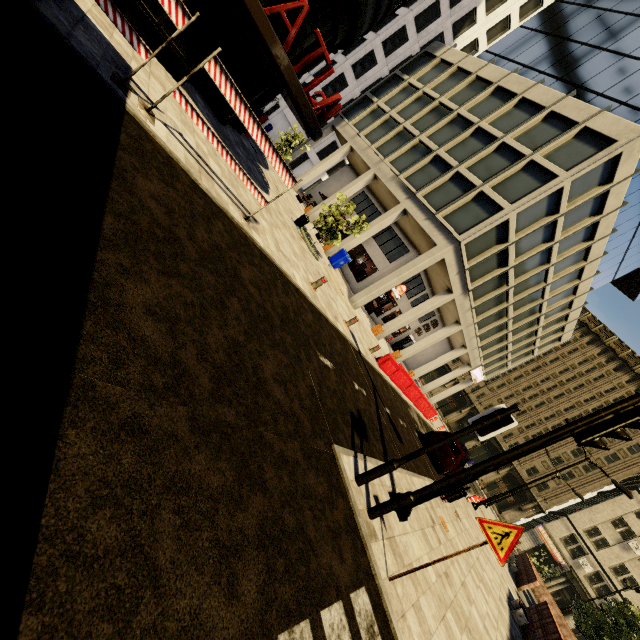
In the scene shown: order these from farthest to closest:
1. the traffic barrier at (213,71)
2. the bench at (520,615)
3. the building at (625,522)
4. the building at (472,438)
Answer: the building at (472,438), the building at (625,522), the bench at (520,615), the traffic barrier at (213,71)

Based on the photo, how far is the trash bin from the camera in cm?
2148

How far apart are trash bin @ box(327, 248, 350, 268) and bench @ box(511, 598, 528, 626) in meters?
18.4

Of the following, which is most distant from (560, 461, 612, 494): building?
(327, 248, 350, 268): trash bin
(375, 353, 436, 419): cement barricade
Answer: (375, 353, 436, 419): cement barricade

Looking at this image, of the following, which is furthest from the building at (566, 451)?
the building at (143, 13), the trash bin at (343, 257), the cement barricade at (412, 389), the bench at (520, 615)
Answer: the bench at (520, 615)

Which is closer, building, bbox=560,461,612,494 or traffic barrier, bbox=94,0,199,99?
traffic barrier, bbox=94,0,199,99

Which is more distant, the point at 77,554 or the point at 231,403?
the point at 231,403

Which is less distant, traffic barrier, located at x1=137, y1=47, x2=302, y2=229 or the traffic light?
the traffic light
